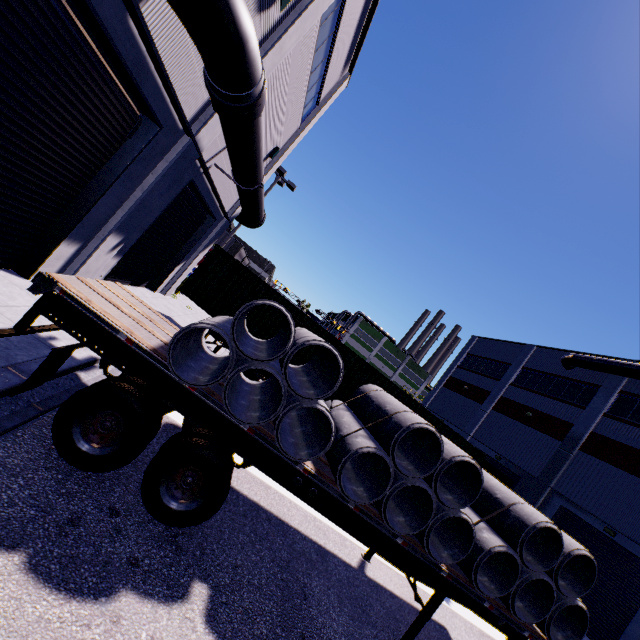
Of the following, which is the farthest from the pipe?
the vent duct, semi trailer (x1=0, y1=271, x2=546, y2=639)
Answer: the vent duct

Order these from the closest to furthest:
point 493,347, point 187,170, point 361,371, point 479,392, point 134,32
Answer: point 134,32 → point 187,170 → point 361,371 → point 479,392 → point 493,347

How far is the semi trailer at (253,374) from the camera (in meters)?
10.83

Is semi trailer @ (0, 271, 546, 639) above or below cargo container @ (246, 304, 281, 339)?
below

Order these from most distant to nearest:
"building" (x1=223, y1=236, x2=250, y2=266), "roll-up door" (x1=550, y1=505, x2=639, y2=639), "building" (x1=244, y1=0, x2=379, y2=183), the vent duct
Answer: "building" (x1=223, y1=236, x2=250, y2=266) < the vent duct < "roll-up door" (x1=550, y1=505, x2=639, y2=639) < "building" (x1=244, y1=0, x2=379, y2=183)

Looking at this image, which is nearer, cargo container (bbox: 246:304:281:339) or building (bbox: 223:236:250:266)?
cargo container (bbox: 246:304:281:339)

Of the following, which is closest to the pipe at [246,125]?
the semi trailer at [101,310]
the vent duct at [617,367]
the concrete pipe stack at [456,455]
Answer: the semi trailer at [101,310]

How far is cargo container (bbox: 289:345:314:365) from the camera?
11.1m
